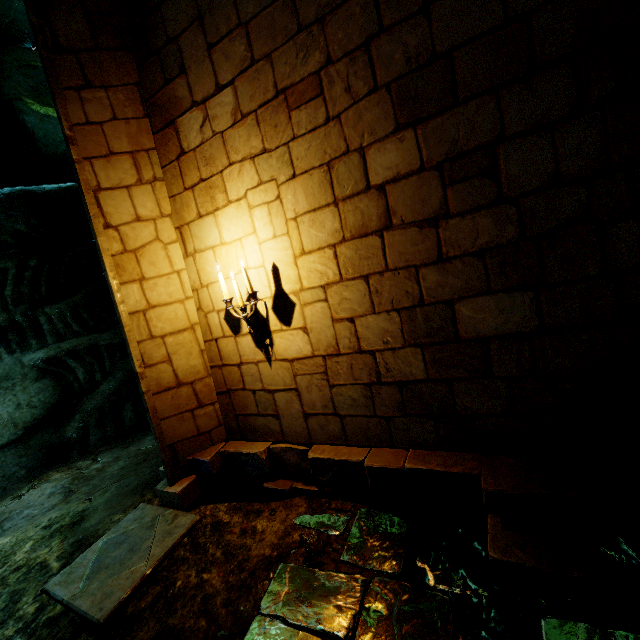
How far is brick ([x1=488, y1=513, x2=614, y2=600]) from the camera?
1.99m

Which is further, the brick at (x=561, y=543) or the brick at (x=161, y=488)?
the brick at (x=161, y=488)

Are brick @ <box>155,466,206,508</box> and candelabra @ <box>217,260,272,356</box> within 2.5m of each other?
yes

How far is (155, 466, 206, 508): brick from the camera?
3.8 meters

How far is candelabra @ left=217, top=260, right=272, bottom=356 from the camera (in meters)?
3.11

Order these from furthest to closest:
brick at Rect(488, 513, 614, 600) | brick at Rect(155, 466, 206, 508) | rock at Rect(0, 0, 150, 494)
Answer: rock at Rect(0, 0, 150, 494) → brick at Rect(155, 466, 206, 508) → brick at Rect(488, 513, 614, 600)

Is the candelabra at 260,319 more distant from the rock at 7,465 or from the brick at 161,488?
the rock at 7,465

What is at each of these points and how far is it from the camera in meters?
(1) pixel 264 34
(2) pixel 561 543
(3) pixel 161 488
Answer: (1) building, 2.7 m
(2) brick, 2.2 m
(3) brick, 3.9 m
